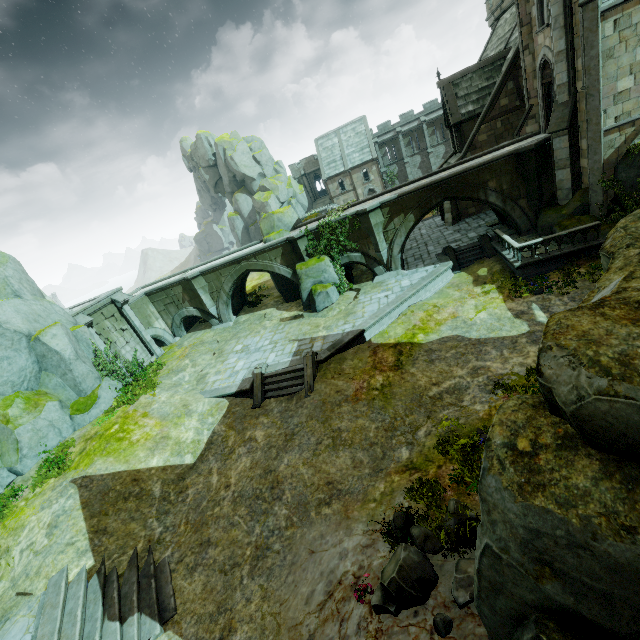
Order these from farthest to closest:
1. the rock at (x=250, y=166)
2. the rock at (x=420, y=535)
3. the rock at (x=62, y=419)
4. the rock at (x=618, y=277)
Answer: the rock at (x=250, y=166), the rock at (x=62, y=419), the rock at (x=420, y=535), the rock at (x=618, y=277)

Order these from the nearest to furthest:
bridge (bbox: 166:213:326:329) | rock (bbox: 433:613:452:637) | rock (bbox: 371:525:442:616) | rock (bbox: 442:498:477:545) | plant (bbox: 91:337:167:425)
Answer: rock (bbox: 433:613:452:637)
rock (bbox: 371:525:442:616)
rock (bbox: 442:498:477:545)
plant (bbox: 91:337:167:425)
bridge (bbox: 166:213:326:329)

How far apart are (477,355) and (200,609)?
13.3m

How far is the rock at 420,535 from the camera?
6.2 meters

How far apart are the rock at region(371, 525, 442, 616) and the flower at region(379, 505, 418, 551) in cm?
11

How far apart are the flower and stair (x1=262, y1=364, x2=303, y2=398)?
8.0m

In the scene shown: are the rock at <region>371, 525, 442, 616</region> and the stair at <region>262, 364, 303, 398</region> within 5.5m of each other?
no

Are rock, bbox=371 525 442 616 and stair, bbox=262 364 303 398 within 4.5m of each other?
no
